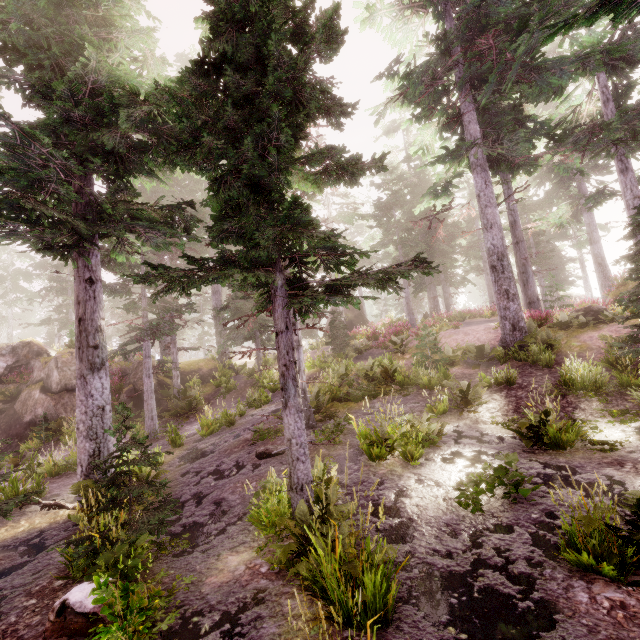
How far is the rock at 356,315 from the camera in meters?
31.3

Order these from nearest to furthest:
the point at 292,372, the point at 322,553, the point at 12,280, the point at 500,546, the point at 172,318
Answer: the point at 322,553 → the point at 500,546 → the point at 292,372 → the point at 172,318 → the point at 12,280

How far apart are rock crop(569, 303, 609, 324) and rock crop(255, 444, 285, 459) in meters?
14.8

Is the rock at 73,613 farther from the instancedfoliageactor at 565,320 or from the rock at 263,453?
A: the rock at 263,453

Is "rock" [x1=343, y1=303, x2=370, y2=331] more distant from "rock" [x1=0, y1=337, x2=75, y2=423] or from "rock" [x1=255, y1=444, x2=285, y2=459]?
"rock" [x1=255, y1=444, x2=285, y2=459]

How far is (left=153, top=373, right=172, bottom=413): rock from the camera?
18.2m

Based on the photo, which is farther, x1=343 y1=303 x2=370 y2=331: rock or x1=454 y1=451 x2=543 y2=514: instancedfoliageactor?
x1=343 y1=303 x2=370 y2=331: rock

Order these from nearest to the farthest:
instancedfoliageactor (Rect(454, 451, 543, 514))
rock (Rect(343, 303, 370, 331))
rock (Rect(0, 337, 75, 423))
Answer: instancedfoliageactor (Rect(454, 451, 543, 514)) → rock (Rect(0, 337, 75, 423)) → rock (Rect(343, 303, 370, 331))
